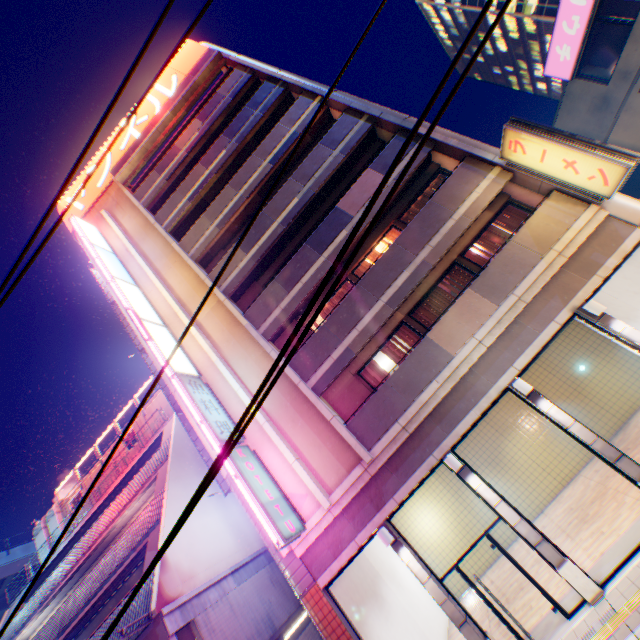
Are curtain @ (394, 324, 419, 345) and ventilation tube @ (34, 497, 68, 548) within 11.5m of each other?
no

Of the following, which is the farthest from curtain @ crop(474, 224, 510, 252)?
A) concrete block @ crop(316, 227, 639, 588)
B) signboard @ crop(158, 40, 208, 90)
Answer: signboard @ crop(158, 40, 208, 90)

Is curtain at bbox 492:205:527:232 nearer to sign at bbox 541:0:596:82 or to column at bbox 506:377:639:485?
column at bbox 506:377:639:485

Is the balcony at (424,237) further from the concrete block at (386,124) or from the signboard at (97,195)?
the signboard at (97,195)

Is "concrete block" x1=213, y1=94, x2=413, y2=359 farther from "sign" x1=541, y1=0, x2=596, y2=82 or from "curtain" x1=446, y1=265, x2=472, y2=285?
"sign" x1=541, y1=0, x2=596, y2=82

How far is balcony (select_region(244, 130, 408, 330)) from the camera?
12.9m

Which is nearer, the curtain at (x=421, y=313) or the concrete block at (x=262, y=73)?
the curtain at (x=421, y=313)

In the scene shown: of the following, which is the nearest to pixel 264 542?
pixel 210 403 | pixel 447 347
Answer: pixel 210 403
